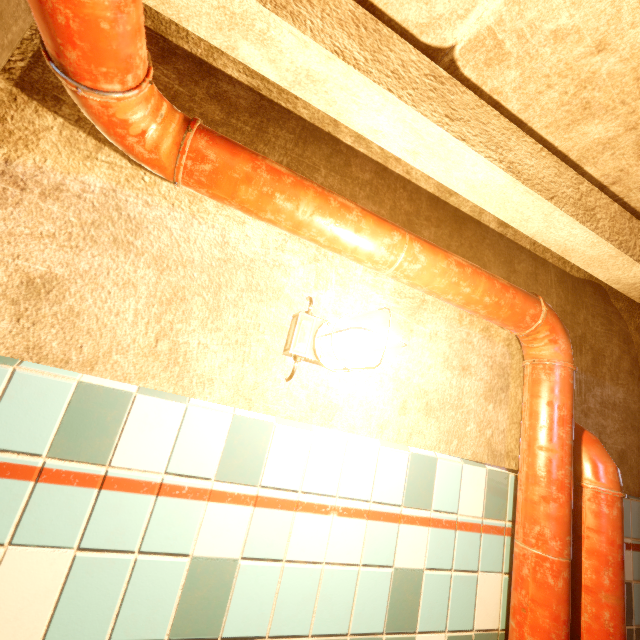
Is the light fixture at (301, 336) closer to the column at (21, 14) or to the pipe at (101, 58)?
the pipe at (101, 58)

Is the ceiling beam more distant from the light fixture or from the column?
the light fixture

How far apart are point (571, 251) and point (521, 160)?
0.6m

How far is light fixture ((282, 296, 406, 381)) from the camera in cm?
104

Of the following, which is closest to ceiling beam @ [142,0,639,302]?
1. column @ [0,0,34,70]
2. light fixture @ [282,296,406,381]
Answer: column @ [0,0,34,70]

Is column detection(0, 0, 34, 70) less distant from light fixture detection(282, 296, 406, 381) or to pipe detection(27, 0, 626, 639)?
pipe detection(27, 0, 626, 639)

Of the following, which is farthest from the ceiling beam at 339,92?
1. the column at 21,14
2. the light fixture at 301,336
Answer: the light fixture at 301,336
